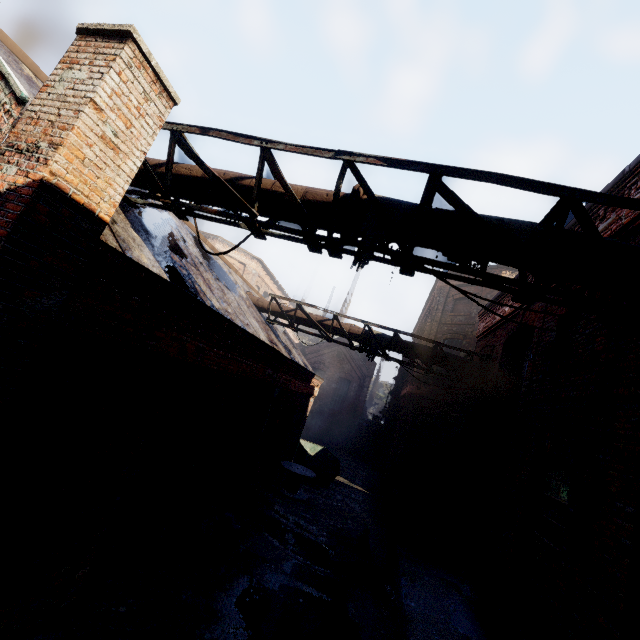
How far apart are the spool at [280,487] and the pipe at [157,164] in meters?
11.1

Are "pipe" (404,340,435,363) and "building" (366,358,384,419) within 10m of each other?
no

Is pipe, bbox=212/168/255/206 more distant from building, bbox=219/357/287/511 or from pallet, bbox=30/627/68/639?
building, bbox=219/357/287/511

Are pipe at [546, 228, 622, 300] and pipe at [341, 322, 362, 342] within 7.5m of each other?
yes

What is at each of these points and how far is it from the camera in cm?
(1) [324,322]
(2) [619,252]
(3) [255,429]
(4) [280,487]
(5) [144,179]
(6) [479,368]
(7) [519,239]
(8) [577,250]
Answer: (1) pipe, 1138
(2) pipe, 328
(3) building, 989
(4) spool, 1298
(5) pipe, 493
(6) pipe, 1002
(7) pipe, 348
(8) pipe, 337

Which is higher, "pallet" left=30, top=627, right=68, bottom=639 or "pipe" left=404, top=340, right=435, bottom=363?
"pipe" left=404, top=340, right=435, bottom=363

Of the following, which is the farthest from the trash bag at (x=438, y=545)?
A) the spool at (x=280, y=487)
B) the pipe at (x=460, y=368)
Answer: the spool at (x=280, y=487)

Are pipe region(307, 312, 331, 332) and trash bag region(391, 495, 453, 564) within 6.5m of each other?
yes
